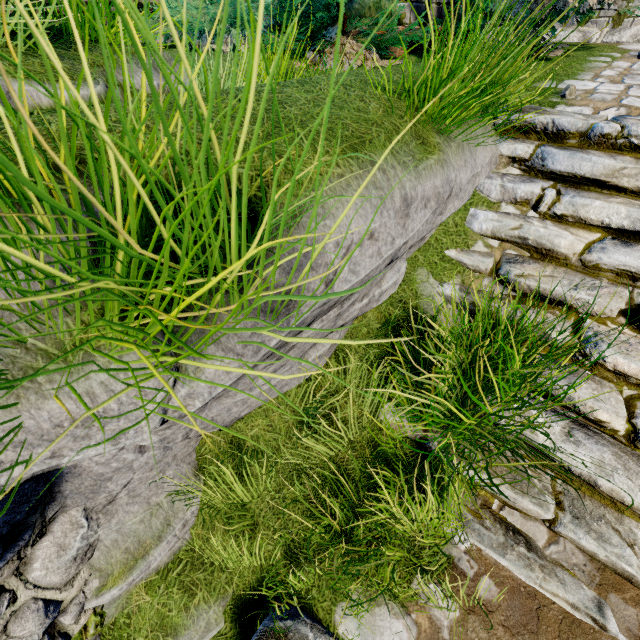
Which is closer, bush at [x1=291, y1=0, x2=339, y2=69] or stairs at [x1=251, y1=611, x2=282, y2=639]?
stairs at [x1=251, y1=611, x2=282, y2=639]

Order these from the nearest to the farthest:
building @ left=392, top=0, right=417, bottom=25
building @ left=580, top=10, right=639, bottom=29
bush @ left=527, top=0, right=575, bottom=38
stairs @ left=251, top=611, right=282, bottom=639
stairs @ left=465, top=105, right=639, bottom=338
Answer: stairs @ left=251, top=611, right=282, bottom=639, stairs @ left=465, top=105, right=639, bottom=338, bush @ left=527, top=0, right=575, bottom=38, building @ left=392, top=0, right=417, bottom=25, building @ left=580, top=10, right=639, bottom=29

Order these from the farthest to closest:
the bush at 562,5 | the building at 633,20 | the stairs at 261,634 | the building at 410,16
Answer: the building at 633,20, the building at 410,16, the bush at 562,5, the stairs at 261,634

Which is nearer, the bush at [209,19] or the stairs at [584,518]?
the stairs at [584,518]

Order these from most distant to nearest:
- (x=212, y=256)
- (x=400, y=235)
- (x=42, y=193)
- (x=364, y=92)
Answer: (x=364, y=92) → (x=400, y=235) → (x=212, y=256) → (x=42, y=193)

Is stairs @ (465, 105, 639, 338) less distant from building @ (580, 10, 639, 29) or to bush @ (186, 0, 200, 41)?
bush @ (186, 0, 200, 41)

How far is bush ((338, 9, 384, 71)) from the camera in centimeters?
361cm

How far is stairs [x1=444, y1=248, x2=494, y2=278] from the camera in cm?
259
